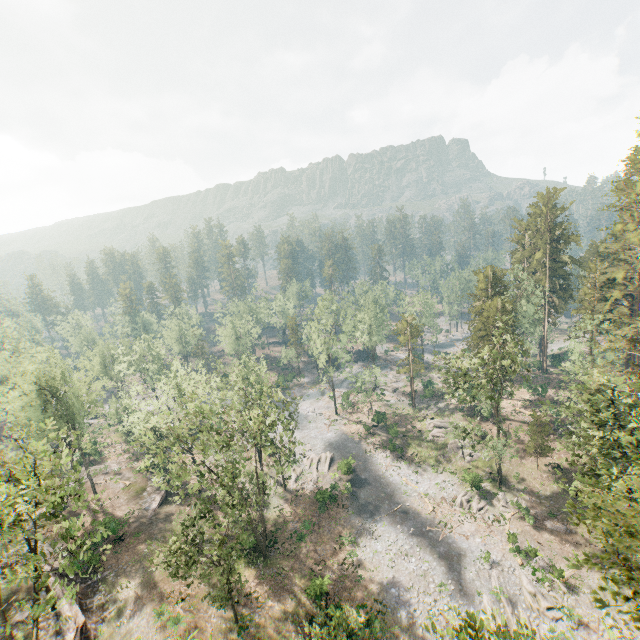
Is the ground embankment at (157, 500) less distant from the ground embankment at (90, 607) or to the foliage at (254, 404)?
the foliage at (254, 404)

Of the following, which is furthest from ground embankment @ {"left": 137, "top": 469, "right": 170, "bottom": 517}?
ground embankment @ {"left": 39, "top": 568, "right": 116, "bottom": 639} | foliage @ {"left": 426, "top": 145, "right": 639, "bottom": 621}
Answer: ground embankment @ {"left": 39, "top": 568, "right": 116, "bottom": 639}

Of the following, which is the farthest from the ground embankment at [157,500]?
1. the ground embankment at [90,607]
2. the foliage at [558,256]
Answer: the ground embankment at [90,607]

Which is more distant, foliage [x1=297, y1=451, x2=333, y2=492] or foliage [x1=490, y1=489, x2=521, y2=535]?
foliage [x1=297, y1=451, x2=333, y2=492]

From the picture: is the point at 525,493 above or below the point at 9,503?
below

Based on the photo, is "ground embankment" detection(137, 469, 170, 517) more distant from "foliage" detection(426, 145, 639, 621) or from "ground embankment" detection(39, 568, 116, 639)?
"ground embankment" detection(39, 568, 116, 639)
